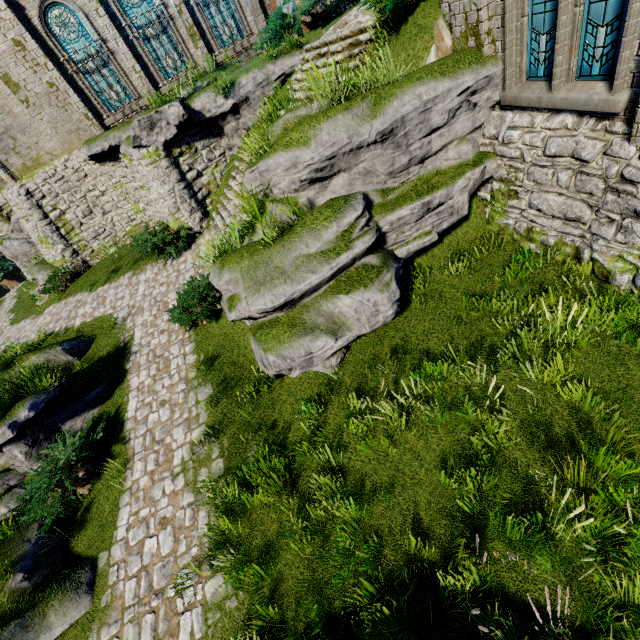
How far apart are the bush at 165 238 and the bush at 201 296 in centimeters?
299cm

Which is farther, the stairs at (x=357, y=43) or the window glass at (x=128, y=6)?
the window glass at (x=128, y=6)

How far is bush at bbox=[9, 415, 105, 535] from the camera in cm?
651

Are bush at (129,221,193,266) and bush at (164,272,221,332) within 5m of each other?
yes

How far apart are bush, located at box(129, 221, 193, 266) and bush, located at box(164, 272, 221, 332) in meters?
3.0

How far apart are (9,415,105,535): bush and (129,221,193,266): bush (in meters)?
6.58

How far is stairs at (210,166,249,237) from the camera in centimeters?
1138cm

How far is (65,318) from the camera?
12.8 meters
